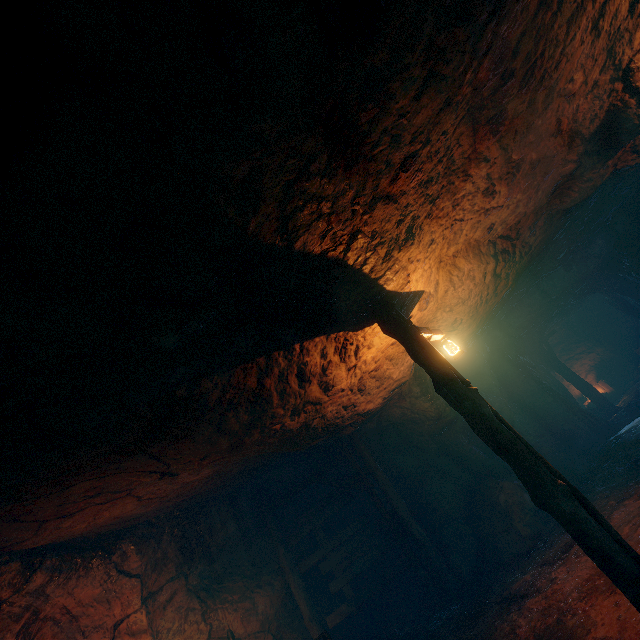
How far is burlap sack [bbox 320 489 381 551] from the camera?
10.3m

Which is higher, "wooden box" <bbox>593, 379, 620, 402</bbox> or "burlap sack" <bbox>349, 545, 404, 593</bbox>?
"burlap sack" <bbox>349, 545, 404, 593</bbox>

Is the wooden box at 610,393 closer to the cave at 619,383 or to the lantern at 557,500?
the cave at 619,383

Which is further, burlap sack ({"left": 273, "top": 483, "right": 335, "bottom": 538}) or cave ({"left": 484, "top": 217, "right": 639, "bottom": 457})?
cave ({"left": 484, "top": 217, "right": 639, "bottom": 457})

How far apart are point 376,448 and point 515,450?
7.1 meters

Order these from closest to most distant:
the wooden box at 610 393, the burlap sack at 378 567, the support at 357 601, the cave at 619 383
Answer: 1. the support at 357 601
2. the burlap sack at 378 567
3. the cave at 619 383
4. the wooden box at 610 393

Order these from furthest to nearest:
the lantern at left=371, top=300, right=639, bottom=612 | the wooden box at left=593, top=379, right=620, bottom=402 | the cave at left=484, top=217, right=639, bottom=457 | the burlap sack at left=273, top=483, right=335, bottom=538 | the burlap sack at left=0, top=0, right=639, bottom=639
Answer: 1. the wooden box at left=593, top=379, right=620, bottom=402
2. the cave at left=484, top=217, right=639, bottom=457
3. the burlap sack at left=273, top=483, right=335, bottom=538
4. the lantern at left=371, top=300, right=639, bottom=612
5. the burlap sack at left=0, top=0, right=639, bottom=639

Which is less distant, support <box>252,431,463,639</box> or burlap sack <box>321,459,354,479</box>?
support <box>252,431,463,639</box>
